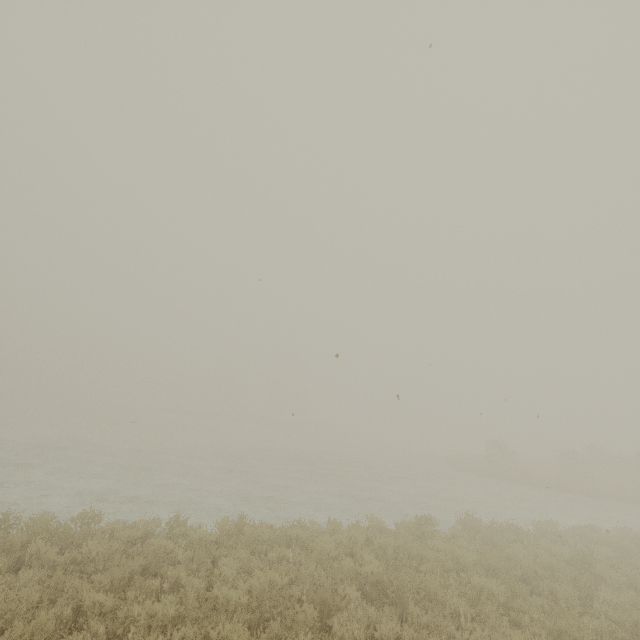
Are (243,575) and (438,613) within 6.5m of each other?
yes
